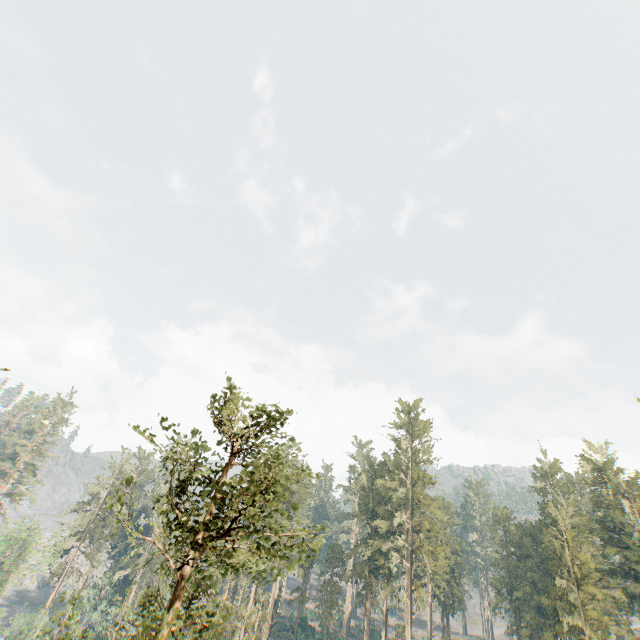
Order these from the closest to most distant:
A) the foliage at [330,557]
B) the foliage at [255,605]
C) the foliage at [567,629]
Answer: the foliage at [255,605]
the foliage at [567,629]
the foliage at [330,557]

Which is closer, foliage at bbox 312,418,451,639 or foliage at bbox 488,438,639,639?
foliage at bbox 488,438,639,639

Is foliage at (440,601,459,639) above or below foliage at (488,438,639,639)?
below

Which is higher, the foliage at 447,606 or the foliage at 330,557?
the foliage at 330,557

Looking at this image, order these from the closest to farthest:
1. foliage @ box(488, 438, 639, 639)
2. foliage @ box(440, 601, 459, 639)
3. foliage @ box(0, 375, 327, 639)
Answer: foliage @ box(0, 375, 327, 639) → foliage @ box(488, 438, 639, 639) → foliage @ box(440, 601, 459, 639)

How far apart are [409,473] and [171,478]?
51.35m
